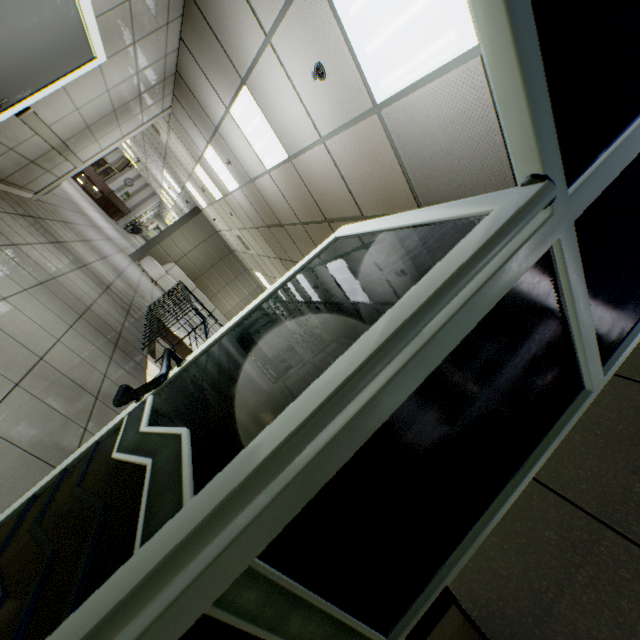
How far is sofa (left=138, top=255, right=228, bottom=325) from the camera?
12.1m

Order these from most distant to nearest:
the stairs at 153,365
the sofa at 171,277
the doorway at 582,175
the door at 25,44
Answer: the sofa at 171,277 → the stairs at 153,365 → the door at 25,44 → the doorway at 582,175

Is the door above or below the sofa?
above

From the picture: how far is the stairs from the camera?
4.1m

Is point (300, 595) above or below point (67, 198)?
above

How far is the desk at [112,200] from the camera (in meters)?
17.86

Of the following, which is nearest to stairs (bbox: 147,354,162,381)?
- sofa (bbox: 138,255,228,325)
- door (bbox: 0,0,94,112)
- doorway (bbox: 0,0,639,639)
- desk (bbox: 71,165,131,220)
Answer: doorway (bbox: 0,0,639,639)

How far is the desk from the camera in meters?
17.9
